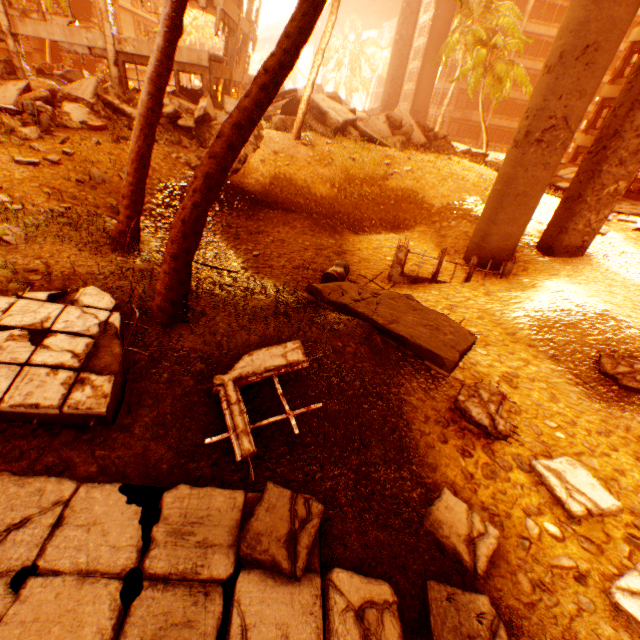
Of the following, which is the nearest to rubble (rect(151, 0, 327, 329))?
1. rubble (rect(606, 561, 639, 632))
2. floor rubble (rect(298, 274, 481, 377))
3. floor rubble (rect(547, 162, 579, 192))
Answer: rubble (rect(606, 561, 639, 632))

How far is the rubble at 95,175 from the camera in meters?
9.0 m

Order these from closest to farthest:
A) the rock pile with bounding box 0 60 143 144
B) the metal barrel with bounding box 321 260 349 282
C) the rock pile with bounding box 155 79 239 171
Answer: the metal barrel with bounding box 321 260 349 282 → the rock pile with bounding box 0 60 143 144 → the rock pile with bounding box 155 79 239 171

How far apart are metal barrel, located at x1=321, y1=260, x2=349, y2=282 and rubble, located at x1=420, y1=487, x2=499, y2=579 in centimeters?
543cm

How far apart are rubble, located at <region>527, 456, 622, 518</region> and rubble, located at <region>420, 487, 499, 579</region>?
1.3m

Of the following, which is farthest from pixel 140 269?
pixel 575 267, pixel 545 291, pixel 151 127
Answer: pixel 575 267

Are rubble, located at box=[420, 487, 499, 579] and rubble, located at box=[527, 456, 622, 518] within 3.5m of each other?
yes

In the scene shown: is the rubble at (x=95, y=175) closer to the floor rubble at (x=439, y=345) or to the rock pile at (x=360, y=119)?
the rock pile at (x=360, y=119)
